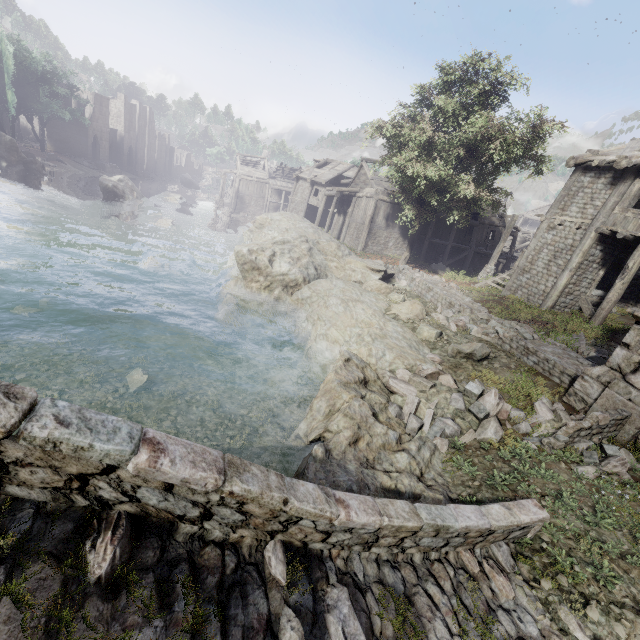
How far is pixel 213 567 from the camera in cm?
270

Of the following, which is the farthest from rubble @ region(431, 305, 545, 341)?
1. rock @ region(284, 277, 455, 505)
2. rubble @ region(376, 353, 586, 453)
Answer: rubble @ region(376, 353, 586, 453)

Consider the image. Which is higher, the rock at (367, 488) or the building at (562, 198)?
the building at (562, 198)

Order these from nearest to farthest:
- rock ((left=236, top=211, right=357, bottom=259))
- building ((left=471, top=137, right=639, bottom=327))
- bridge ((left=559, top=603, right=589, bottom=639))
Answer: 1. bridge ((left=559, top=603, right=589, bottom=639))
2. building ((left=471, top=137, right=639, bottom=327))
3. rock ((left=236, top=211, right=357, bottom=259))

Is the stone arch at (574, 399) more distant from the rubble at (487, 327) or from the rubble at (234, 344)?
the rubble at (234, 344)

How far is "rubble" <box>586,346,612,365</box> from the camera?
10.8 meters

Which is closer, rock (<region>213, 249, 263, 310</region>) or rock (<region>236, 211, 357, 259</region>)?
rock (<region>213, 249, 263, 310</region>)

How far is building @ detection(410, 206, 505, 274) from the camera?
28.9m
